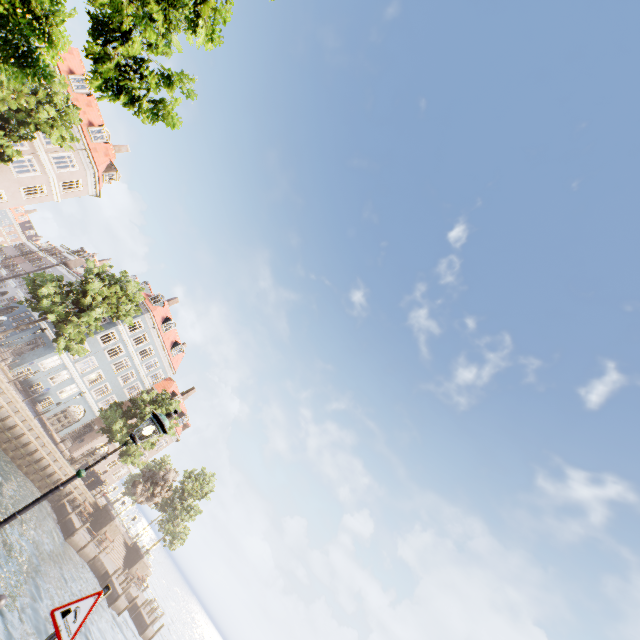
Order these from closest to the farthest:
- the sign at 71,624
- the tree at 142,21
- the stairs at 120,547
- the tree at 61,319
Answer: the sign at 71,624
the tree at 142,21
the tree at 61,319
the stairs at 120,547

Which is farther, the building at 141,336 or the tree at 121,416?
the building at 141,336

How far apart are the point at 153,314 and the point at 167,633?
46.5 meters

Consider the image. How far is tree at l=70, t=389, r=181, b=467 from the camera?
30.1m

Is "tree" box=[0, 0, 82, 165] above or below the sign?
above

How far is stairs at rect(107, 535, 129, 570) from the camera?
32.94m

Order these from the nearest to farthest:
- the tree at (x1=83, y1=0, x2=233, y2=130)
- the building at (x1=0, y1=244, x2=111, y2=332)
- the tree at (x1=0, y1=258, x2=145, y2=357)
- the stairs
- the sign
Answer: the sign
the tree at (x1=83, y1=0, x2=233, y2=130)
the tree at (x1=0, y1=258, x2=145, y2=357)
the stairs
the building at (x1=0, y1=244, x2=111, y2=332)

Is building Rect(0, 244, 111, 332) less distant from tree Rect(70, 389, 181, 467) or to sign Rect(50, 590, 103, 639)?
tree Rect(70, 389, 181, 467)
